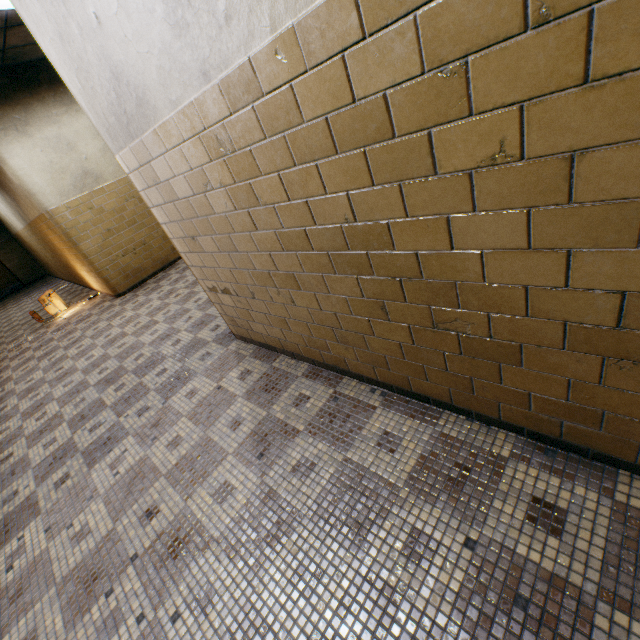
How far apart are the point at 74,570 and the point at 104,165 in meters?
7.0

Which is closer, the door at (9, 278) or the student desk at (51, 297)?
the student desk at (51, 297)

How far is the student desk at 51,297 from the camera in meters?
7.3 m

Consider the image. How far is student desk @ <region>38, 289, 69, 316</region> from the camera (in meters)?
7.33

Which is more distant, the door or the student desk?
the door
